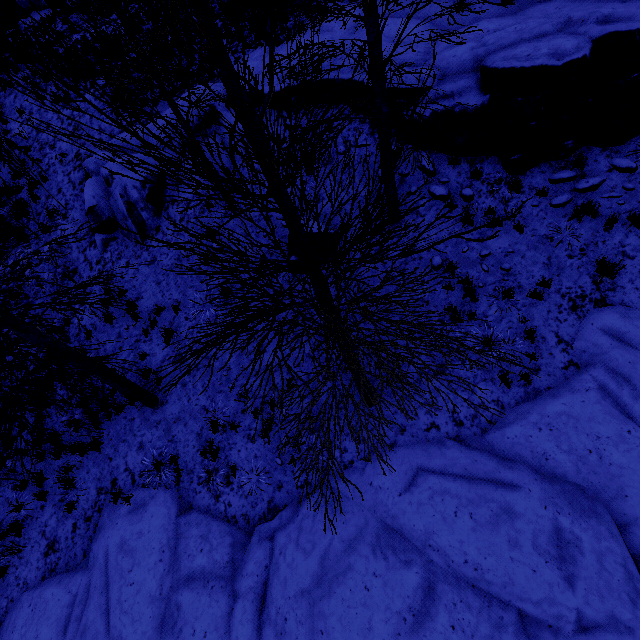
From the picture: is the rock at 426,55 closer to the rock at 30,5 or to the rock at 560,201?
the rock at 560,201

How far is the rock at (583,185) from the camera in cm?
699

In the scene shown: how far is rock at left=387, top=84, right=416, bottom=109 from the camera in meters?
7.9

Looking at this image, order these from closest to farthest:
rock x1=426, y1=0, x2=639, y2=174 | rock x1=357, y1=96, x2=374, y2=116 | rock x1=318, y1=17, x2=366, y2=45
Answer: rock x1=426, y1=0, x2=639, y2=174 → rock x1=357, y1=96, x2=374, y2=116 → rock x1=318, y1=17, x2=366, y2=45

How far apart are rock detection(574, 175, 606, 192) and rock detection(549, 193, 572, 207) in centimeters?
15cm

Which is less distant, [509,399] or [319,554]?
[319,554]

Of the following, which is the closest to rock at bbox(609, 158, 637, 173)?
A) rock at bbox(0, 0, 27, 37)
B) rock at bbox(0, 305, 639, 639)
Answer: rock at bbox(0, 305, 639, 639)

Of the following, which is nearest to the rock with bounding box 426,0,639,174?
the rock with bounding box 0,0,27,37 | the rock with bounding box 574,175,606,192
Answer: the rock with bounding box 574,175,606,192
